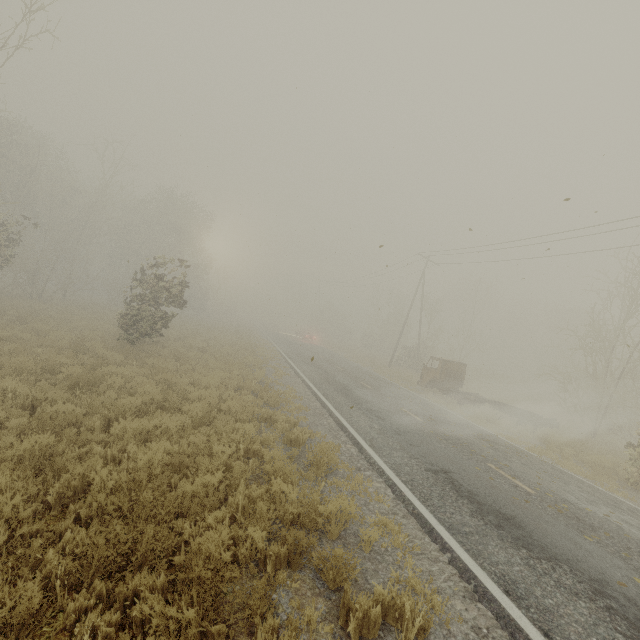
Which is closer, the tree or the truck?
the truck

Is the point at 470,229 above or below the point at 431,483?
above

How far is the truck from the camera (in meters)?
16.73

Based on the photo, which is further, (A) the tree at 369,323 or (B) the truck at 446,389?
(A) the tree at 369,323

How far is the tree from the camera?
42.5 meters

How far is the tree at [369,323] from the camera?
42.48m
